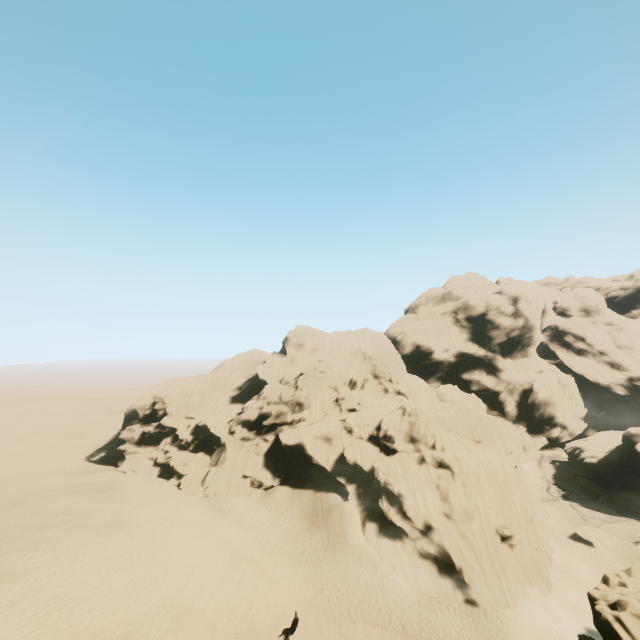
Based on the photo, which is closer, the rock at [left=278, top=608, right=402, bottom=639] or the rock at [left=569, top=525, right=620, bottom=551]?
the rock at [left=278, top=608, right=402, bottom=639]

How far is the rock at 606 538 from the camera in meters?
38.2 m

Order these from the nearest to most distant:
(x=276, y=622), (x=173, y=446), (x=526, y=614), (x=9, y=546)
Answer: (x=276, y=622) → (x=526, y=614) → (x=9, y=546) → (x=173, y=446)

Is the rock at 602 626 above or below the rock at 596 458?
above

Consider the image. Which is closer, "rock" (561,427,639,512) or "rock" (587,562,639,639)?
"rock" (587,562,639,639)

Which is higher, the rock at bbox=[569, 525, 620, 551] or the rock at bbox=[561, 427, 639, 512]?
the rock at bbox=[561, 427, 639, 512]

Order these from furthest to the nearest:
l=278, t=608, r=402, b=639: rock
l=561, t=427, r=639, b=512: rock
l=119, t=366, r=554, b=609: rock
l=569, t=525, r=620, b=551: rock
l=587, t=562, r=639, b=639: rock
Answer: l=561, t=427, r=639, b=512: rock → l=569, t=525, r=620, b=551: rock → l=119, t=366, r=554, b=609: rock → l=278, t=608, r=402, b=639: rock → l=587, t=562, r=639, b=639: rock
